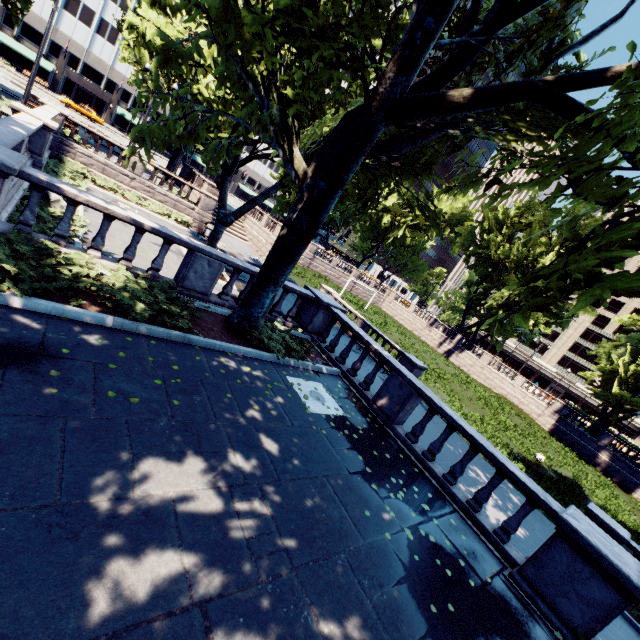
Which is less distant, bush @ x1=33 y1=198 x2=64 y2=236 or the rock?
bush @ x1=33 y1=198 x2=64 y2=236

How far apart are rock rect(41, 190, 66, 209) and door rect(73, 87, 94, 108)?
62.7m

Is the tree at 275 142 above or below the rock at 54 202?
above

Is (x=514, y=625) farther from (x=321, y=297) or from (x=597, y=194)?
(x=321, y=297)

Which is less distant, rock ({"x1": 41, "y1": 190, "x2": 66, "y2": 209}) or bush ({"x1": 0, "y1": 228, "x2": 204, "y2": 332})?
bush ({"x1": 0, "y1": 228, "x2": 204, "y2": 332})

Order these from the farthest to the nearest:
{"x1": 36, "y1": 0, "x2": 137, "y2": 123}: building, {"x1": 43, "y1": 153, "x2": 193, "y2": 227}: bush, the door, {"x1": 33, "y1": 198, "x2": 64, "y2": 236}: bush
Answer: the door, {"x1": 36, "y1": 0, "x2": 137, "y2": 123}: building, {"x1": 43, "y1": 153, "x2": 193, "y2": 227}: bush, {"x1": 33, "y1": 198, "x2": 64, "y2": 236}: bush

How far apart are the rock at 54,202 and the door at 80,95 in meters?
62.7

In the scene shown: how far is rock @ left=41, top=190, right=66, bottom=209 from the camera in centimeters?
1288cm
